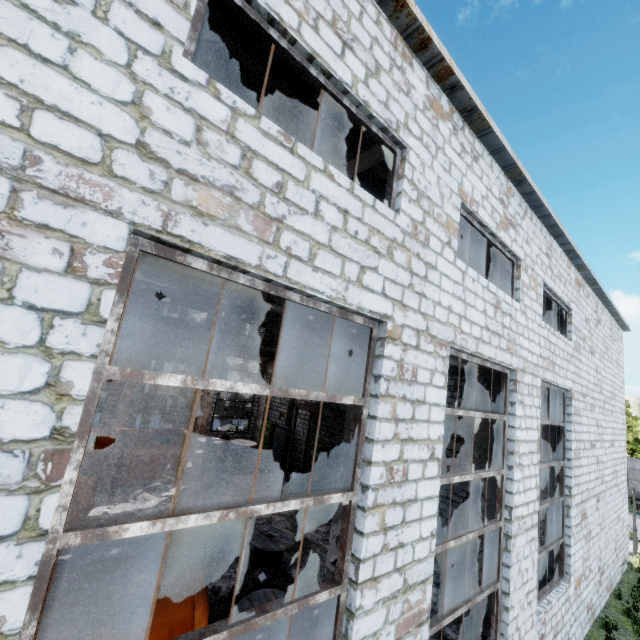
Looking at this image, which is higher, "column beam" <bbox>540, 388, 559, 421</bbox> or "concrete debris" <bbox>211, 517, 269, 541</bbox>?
"column beam" <bbox>540, 388, 559, 421</bbox>

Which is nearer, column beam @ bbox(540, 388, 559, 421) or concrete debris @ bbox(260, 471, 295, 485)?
column beam @ bbox(540, 388, 559, 421)

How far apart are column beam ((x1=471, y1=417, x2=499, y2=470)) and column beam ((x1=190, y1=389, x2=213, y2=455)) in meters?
15.9

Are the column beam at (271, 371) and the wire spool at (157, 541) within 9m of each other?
no

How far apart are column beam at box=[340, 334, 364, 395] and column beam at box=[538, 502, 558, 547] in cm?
831

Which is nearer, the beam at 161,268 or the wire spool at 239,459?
the beam at 161,268

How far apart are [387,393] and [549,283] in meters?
7.4

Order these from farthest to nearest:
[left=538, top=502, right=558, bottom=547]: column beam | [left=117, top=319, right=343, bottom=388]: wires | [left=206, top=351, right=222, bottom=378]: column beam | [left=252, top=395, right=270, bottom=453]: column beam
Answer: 1. [left=252, top=395, right=270, bottom=453]: column beam
2. [left=206, top=351, right=222, bottom=378]: column beam
3. [left=117, top=319, right=343, bottom=388]: wires
4. [left=538, top=502, right=558, bottom=547]: column beam
